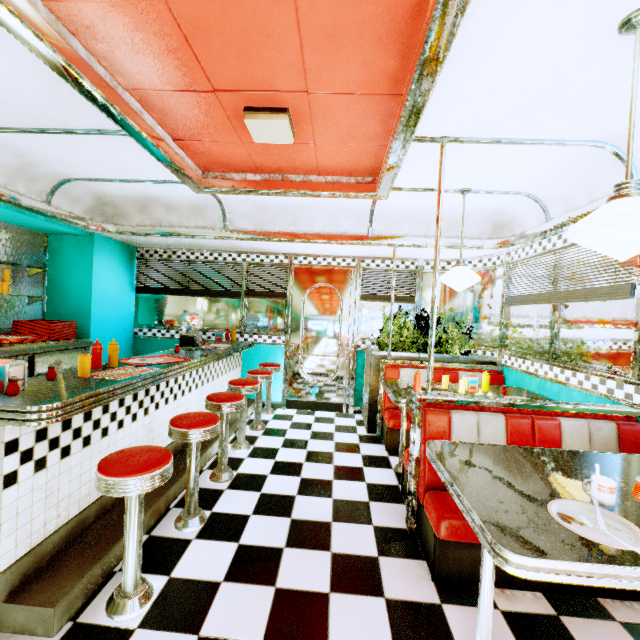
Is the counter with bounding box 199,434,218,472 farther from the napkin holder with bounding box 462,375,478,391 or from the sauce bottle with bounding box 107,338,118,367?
the napkin holder with bounding box 462,375,478,391

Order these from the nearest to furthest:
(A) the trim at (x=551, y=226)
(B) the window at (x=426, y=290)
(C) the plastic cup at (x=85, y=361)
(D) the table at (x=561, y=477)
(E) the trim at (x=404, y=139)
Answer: (D) the table at (x=561, y=477), (E) the trim at (x=404, y=139), (C) the plastic cup at (x=85, y=361), (A) the trim at (x=551, y=226), (B) the window at (x=426, y=290)

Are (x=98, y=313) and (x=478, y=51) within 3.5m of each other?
no

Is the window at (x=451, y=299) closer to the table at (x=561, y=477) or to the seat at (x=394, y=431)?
the seat at (x=394, y=431)

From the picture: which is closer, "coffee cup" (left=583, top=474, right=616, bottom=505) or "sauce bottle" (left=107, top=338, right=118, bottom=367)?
"coffee cup" (left=583, top=474, right=616, bottom=505)

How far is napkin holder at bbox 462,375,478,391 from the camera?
3.5m

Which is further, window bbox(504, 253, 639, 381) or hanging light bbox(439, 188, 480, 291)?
hanging light bbox(439, 188, 480, 291)

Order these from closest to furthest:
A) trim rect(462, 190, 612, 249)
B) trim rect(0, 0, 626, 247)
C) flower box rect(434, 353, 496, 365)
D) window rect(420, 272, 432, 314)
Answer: Result:
1. trim rect(0, 0, 626, 247)
2. trim rect(462, 190, 612, 249)
3. flower box rect(434, 353, 496, 365)
4. window rect(420, 272, 432, 314)
